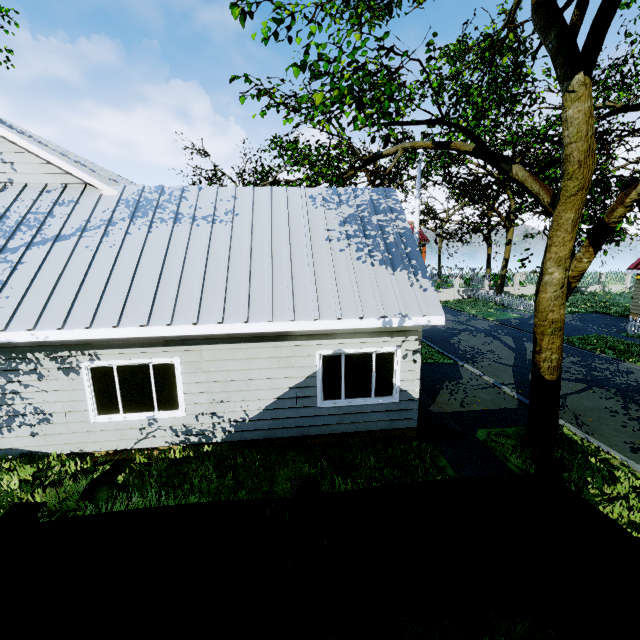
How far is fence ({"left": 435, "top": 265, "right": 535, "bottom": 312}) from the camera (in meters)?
27.17

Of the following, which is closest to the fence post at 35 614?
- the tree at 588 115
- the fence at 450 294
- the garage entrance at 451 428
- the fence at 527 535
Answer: the fence at 527 535

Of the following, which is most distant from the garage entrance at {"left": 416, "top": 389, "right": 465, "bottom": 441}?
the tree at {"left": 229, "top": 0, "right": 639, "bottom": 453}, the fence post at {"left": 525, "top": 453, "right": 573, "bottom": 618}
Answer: the fence post at {"left": 525, "top": 453, "right": 573, "bottom": 618}

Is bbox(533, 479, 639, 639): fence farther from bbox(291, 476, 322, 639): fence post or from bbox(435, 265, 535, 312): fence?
bbox(435, 265, 535, 312): fence

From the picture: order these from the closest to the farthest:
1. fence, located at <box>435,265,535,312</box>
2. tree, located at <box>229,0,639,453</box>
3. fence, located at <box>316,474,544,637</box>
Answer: fence, located at <box>316,474,544,637</box> → tree, located at <box>229,0,639,453</box> → fence, located at <box>435,265,535,312</box>

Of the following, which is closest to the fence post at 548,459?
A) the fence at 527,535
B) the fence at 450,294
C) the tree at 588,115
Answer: the fence at 527,535

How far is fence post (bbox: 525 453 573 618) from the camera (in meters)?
3.66

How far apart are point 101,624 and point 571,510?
5.2 meters
